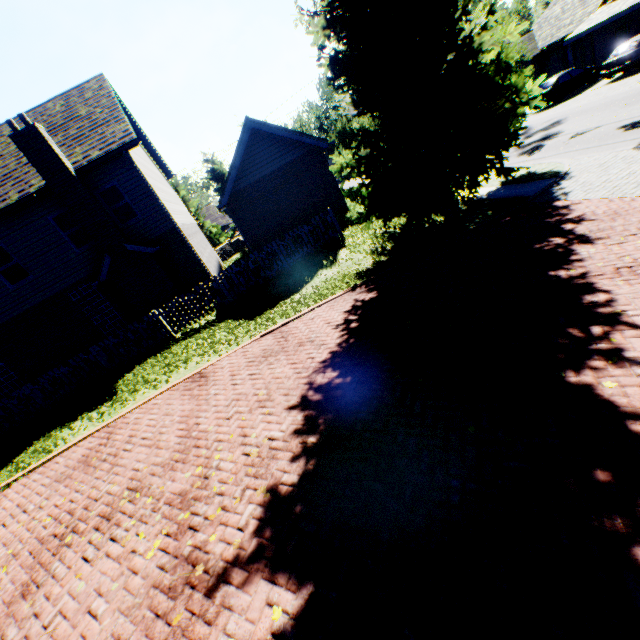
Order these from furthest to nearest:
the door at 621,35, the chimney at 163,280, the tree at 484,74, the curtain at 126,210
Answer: the door at 621,35 < the curtain at 126,210 < the chimney at 163,280 < the tree at 484,74

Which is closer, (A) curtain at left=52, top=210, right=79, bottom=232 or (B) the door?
(A) curtain at left=52, top=210, right=79, bottom=232

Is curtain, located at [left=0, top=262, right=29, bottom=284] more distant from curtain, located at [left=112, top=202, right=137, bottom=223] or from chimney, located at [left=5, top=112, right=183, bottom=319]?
curtain, located at [left=112, top=202, right=137, bottom=223]

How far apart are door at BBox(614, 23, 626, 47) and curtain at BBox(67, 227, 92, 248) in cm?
3952

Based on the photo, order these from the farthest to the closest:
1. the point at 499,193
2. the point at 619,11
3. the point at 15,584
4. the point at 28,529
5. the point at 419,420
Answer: the point at 619,11 < the point at 499,193 < the point at 28,529 < the point at 15,584 < the point at 419,420

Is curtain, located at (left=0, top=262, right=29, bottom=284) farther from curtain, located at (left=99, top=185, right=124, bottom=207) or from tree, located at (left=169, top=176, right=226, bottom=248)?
tree, located at (left=169, top=176, right=226, bottom=248)

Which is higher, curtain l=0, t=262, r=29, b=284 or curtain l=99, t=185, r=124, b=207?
curtain l=99, t=185, r=124, b=207

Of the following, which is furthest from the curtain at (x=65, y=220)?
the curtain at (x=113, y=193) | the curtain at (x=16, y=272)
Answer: the curtain at (x=16, y=272)
